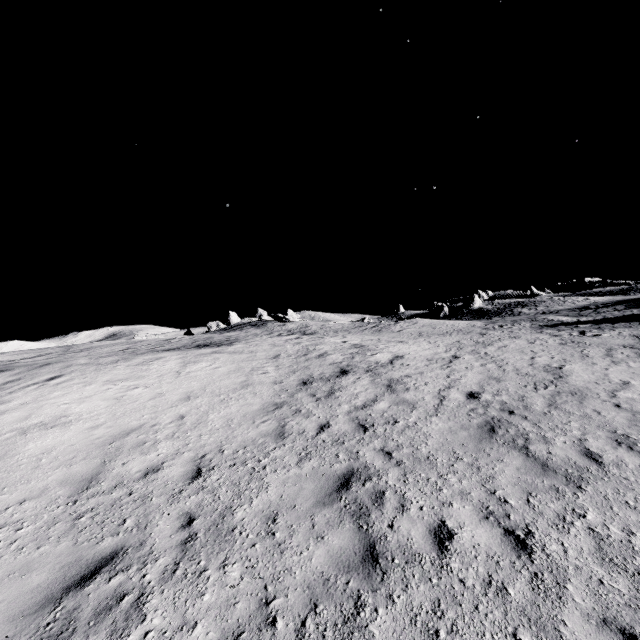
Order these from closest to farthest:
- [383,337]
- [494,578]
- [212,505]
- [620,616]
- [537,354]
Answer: [620,616] < [494,578] < [212,505] < [537,354] < [383,337]
